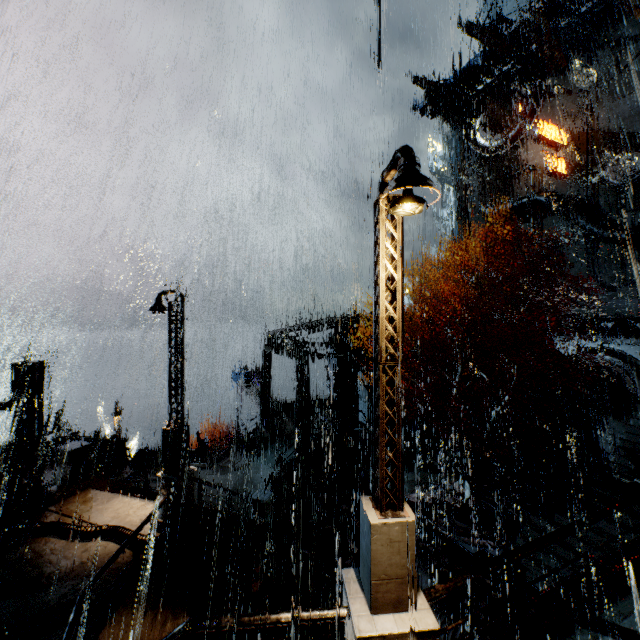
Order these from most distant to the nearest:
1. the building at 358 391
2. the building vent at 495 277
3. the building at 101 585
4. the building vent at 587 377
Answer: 1. the building vent at 495 277
2. the building vent at 587 377
3. the building at 358 391
4. the building at 101 585

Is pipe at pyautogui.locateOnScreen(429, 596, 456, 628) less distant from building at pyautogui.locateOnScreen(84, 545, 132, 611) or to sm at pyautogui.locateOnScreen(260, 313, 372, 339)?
building at pyautogui.locateOnScreen(84, 545, 132, 611)

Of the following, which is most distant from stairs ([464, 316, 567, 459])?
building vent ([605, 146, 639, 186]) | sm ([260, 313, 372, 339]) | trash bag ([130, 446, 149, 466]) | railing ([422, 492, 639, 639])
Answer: trash bag ([130, 446, 149, 466])

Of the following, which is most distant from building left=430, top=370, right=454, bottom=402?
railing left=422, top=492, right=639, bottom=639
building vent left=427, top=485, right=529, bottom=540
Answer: building vent left=427, top=485, right=529, bottom=540

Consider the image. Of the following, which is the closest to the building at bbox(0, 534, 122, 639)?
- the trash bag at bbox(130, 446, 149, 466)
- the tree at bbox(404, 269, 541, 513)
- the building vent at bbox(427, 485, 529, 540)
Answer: the trash bag at bbox(130, 446, 149, 466)

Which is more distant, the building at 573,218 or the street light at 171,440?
the building at 573,218

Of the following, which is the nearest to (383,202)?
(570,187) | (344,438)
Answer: (344,438)

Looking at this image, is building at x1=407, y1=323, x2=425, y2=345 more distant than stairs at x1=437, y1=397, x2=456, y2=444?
Yes
